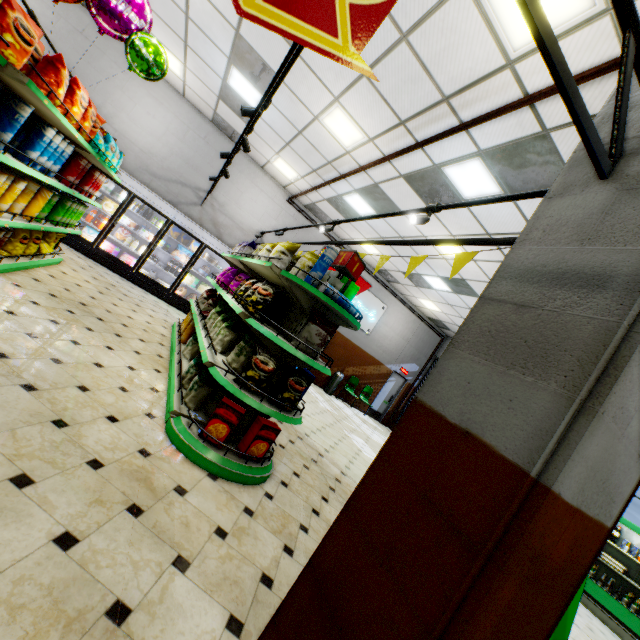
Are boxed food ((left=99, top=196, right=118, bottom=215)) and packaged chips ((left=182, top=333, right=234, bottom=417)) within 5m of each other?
no

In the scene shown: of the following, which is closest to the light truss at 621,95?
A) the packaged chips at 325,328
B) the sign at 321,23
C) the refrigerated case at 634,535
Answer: the sign at 321,23

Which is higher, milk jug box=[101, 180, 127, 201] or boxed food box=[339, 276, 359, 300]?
boxed food box=[339, 276, 359, 300]

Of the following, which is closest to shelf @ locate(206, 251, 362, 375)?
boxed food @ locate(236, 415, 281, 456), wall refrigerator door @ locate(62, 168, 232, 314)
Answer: boxed food @ locate(236, 415, 281, 456)

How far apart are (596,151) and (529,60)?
2.70m

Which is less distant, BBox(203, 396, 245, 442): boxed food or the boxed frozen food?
BBox(203, 396, 245, 442): boxed food

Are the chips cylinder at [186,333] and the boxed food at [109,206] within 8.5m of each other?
yes

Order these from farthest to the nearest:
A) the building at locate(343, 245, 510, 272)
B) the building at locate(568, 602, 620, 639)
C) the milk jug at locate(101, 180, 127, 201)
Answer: the milk jug at locate(101, 180, 127, 201) < the building at locate(343, 245, 510, 272) < the building at locate(568, 602, 620, 639)
